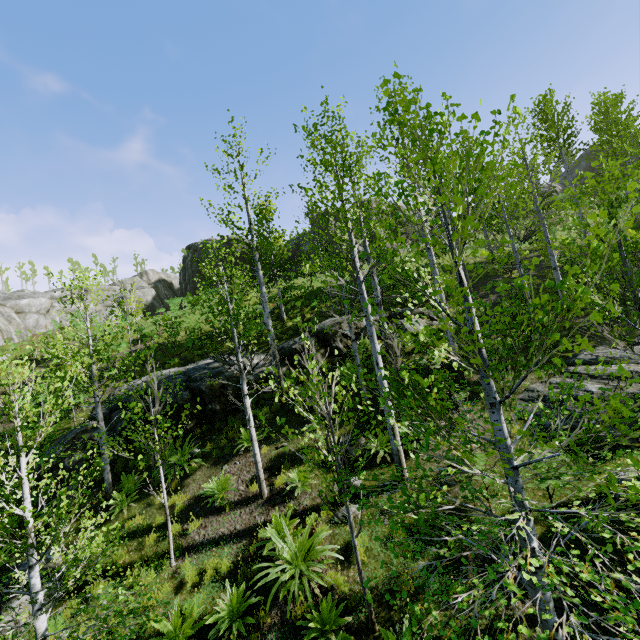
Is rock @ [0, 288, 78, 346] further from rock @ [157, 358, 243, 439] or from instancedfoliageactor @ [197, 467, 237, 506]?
instancedfoliageactor @ [197, 467, 237, 506]

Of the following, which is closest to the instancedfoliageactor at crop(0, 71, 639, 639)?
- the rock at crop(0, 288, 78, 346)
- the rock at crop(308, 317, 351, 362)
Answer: the rock at crop(308, 317, 351, 362)

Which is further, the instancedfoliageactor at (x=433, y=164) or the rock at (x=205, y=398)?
the rock at (x=205, y=398)

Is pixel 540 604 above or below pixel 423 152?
below

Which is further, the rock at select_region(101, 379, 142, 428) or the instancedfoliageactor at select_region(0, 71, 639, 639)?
the rock at select_region(101, 379, 142, 428)

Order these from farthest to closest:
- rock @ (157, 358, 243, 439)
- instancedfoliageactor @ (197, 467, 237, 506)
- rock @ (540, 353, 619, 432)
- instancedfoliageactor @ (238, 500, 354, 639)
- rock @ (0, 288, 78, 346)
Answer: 1. rock @ (0, 288, 78, 346)
2. rock @ (157, 358, 243, 439)
3. instancedfoliageactor @ (197, 467, 237, 506)
4. rock @ (540, 353, 619, 432)
5. instancedfoliageactor @ (238, 500, 354, 639)

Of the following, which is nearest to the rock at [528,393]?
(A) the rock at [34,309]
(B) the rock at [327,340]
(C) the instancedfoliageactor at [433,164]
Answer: (C) the instancedfoliageactor at [433,164]

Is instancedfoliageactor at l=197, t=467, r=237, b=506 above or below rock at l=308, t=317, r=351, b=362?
below
